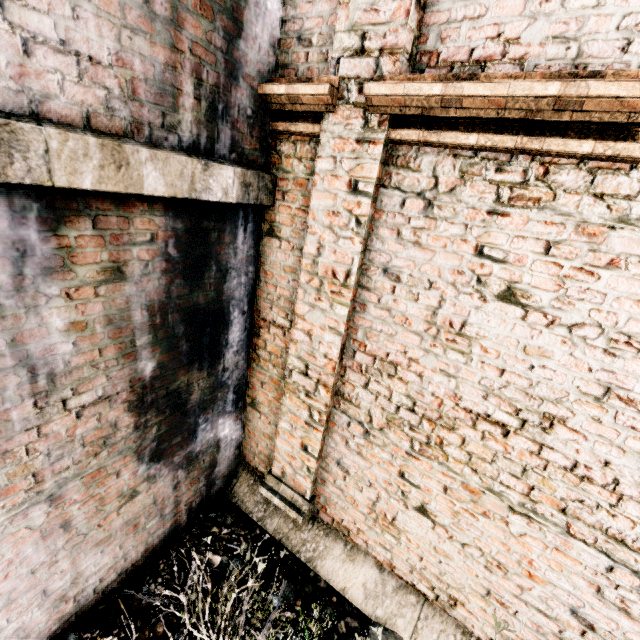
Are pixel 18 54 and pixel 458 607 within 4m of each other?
no
